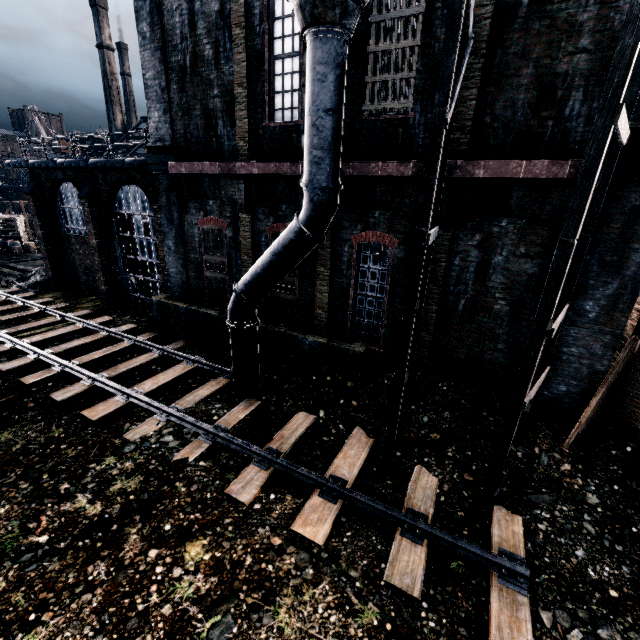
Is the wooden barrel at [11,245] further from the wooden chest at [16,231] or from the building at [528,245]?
the building at [528,245]

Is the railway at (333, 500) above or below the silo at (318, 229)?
below

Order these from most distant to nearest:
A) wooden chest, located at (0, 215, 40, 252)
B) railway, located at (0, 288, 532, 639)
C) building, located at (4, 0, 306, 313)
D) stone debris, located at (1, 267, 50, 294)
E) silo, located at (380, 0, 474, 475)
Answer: wooden chest, located at (0, 215, 40, 252) < stone debris, located at (1, 267, 50, 294) < building, located at (4, 0, 306, 313) < railway, located at (0, 288, 532, 639) < silo, located at (380, 0, 474, 475)

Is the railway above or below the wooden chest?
below

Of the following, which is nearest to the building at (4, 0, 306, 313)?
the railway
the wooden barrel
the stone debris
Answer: the stone debris

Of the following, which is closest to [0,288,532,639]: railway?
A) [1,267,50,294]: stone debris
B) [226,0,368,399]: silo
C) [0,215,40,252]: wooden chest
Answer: [226,0,368,399]: silo

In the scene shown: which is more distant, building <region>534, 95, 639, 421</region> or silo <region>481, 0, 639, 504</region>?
building <region>534, 95, 639, 421</region>

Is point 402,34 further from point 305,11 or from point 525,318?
point 525,318
